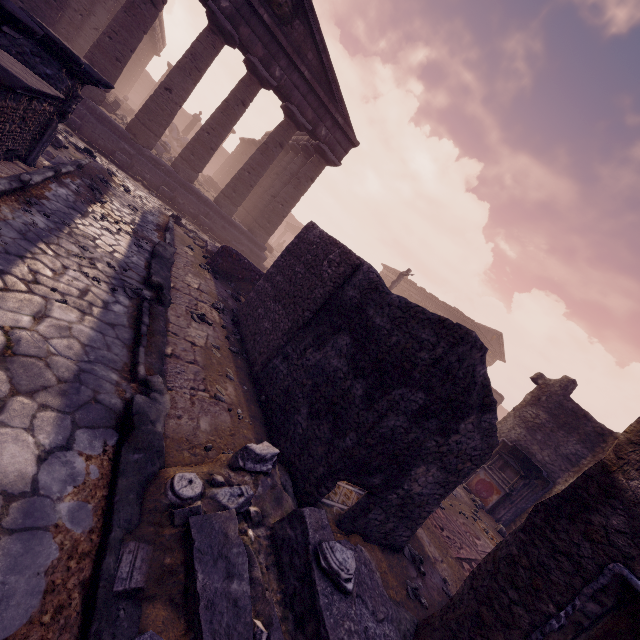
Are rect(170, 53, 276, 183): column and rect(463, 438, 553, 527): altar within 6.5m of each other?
no

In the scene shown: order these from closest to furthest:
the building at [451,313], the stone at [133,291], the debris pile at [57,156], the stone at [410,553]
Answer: the stone at [410,553], the stone at [133,291], the debris pile at [57,156], the building at [451,313]

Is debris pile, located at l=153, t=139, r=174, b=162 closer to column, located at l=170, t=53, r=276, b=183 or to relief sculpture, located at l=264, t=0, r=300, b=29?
column, located at l=170, t=53, r=276, b=183

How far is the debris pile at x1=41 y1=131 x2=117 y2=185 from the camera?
7.4 meters

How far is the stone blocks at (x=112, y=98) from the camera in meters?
13.7 m

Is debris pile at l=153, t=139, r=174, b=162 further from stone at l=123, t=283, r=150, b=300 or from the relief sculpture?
stone at l=123, t=283, r=150, b=300

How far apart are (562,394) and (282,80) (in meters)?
16.12

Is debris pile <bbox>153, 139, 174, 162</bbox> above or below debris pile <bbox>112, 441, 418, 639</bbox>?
above
